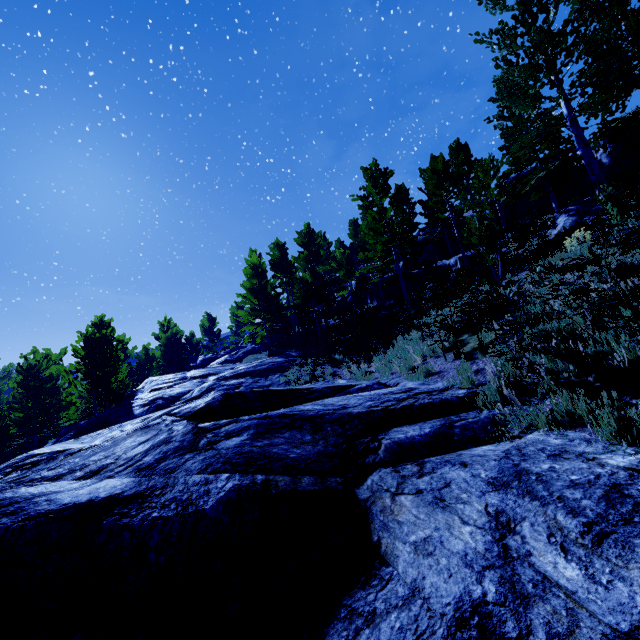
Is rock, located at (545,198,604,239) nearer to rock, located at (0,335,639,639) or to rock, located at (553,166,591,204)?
rock, located at (553,166,591,204)

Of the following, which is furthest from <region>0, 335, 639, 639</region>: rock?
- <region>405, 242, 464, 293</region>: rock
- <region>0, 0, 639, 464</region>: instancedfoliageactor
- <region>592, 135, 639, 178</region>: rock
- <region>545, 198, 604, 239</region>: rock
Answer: <region>592, 135, 639, 178</region>: rock

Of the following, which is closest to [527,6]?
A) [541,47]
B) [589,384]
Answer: [541,47]

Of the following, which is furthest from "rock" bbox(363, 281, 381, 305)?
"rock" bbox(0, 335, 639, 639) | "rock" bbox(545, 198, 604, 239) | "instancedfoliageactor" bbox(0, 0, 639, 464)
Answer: "rock" bbox(0, 335, 639, 639)

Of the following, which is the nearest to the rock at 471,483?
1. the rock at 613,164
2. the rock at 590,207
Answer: the rock at 590,207

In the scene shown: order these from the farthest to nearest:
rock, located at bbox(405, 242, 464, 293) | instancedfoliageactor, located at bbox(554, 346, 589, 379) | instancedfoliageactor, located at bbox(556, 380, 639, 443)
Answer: rock, located at bbox(405, 242, 464, 293) → instancedfoliageactor, located at bbox(554, 346, 589, 379) → instancedfoliageactor, located at bbox(556, 380, 639, 443)

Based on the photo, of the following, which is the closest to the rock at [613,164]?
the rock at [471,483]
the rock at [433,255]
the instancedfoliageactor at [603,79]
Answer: the instancedfoliageactor at [603,79]

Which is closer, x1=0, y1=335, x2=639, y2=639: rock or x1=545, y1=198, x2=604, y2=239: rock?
x1=0, y1=335, x2=639, y2=639: rock
